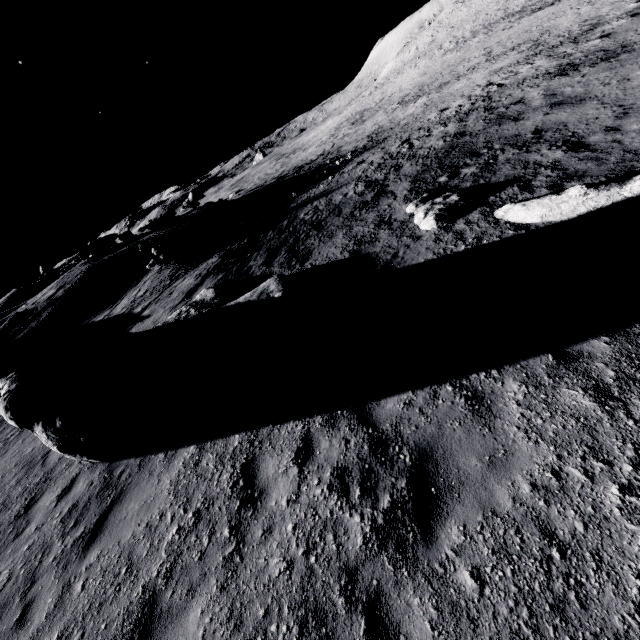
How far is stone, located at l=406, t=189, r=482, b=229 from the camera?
9.2m

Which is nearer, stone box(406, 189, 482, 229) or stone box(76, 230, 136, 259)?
stone box(406, 189, 482, 229)

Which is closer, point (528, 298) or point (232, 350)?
point (528, 298)

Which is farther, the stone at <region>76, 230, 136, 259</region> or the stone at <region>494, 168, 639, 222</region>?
the stone at <region>76, 230, 136, 259</region>

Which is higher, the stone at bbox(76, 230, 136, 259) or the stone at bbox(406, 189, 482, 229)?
the stone at bbox(76, 230, 136, 259)

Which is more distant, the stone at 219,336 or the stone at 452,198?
the stone at 452,198

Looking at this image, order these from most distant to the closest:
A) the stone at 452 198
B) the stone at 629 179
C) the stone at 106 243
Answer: the stone at 106 243, the stone at 452 198, the stone at 629 179

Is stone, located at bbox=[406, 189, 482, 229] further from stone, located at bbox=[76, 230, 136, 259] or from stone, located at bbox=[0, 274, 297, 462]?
stone, located at bbox=[76, 230, 136, 259]
